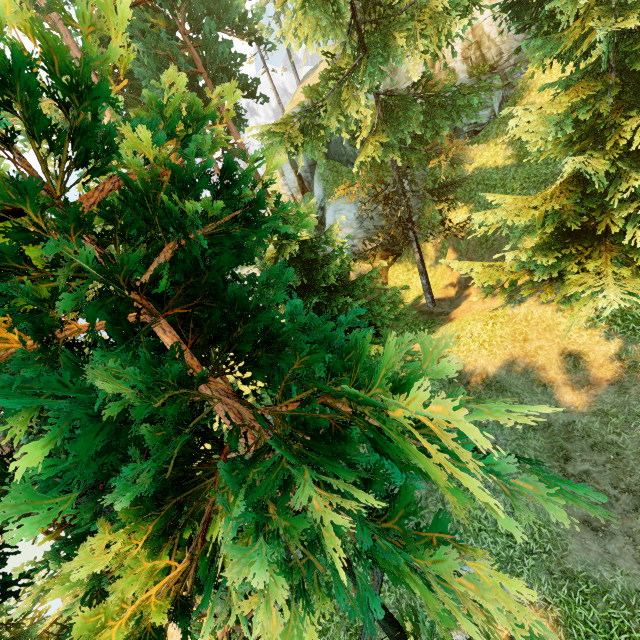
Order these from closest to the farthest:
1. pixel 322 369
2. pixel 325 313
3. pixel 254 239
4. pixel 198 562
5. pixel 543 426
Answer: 1. pixel 198 562
2. pixel 325 313
3. pixel 322 369
4. pixel 543 426
5. pixel 254 239
